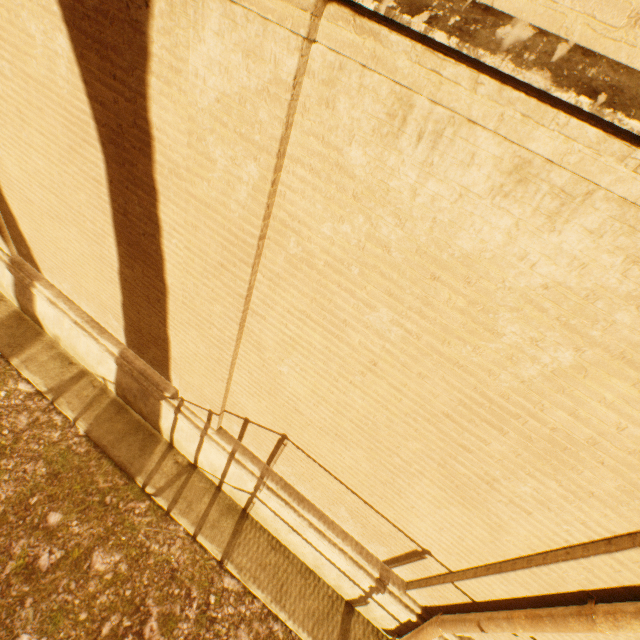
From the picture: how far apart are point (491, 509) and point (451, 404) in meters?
1.1 m
